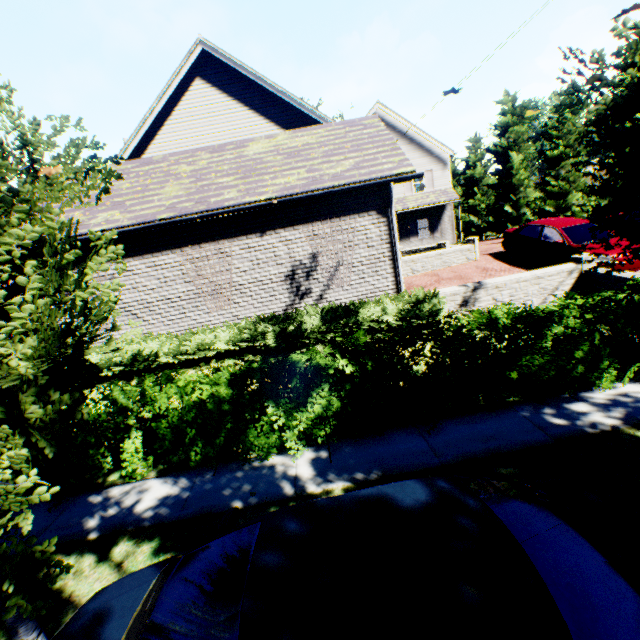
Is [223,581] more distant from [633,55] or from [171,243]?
[633,55]

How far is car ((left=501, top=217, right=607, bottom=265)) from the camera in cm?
1115

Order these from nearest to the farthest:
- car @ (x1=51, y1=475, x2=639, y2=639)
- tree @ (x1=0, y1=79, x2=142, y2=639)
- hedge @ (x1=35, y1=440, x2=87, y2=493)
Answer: car @ (x1=51, y1=475, x2=639, y2=639) → tree @ (x1=0, y1=79, x2=142, y2=639) → hedge @ (x1=35, y1=440, x2=87, y2=493)

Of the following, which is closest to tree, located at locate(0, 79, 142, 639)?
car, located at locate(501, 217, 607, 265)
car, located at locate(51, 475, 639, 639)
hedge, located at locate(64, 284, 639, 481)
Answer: car, located at locate(51, 475, 639, 639)

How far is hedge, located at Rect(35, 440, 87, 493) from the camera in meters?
5.3 m

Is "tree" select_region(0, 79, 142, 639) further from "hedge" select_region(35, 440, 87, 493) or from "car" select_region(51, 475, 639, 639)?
"hedge" select_region(35, 440, 87, 493)

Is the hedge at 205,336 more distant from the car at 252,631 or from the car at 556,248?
the car at 556,248

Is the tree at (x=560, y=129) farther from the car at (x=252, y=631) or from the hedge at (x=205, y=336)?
the hedge at (x=205, y=336)
